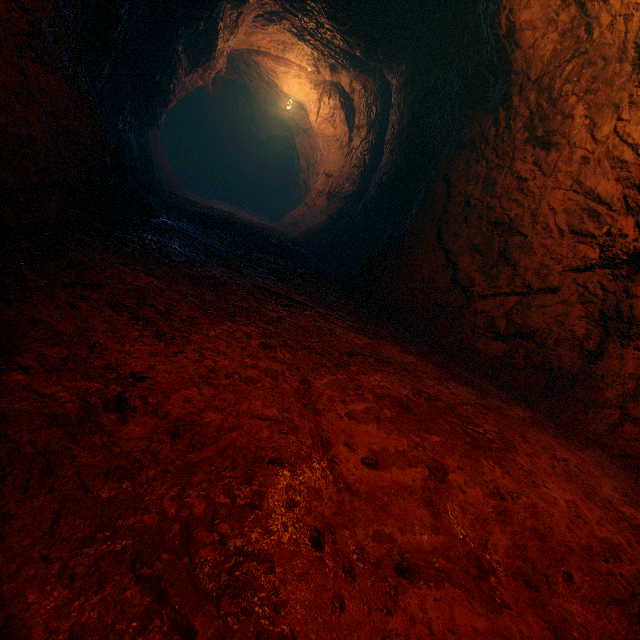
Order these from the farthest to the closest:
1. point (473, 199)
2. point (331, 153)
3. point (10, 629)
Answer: point (331, 153) < point (473, 199) < point (10, 629)
